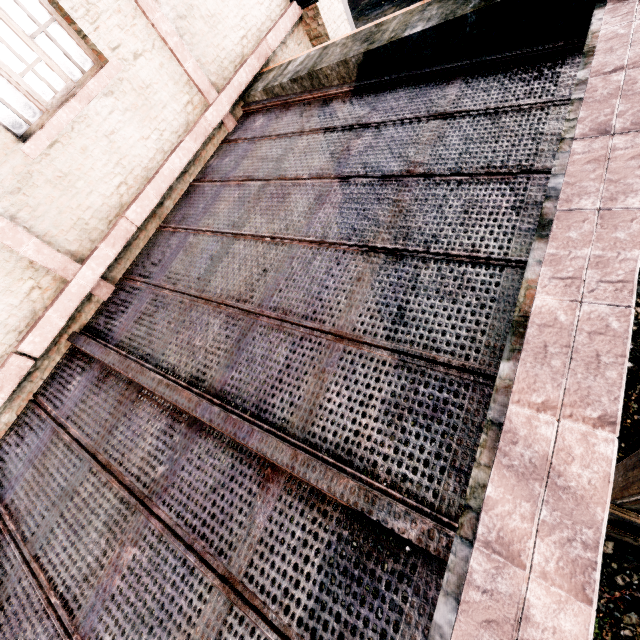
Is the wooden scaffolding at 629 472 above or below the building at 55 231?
below

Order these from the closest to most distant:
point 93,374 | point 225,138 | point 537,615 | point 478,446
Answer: point 537,615, point 478,446, point 93,374, point 225,138

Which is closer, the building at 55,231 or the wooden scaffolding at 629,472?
the building at 55,231

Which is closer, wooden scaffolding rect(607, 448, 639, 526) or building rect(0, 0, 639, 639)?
building rect(0, 0, 639, 639)

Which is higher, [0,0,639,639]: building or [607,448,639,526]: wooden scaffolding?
[0,0,639,639]: building
